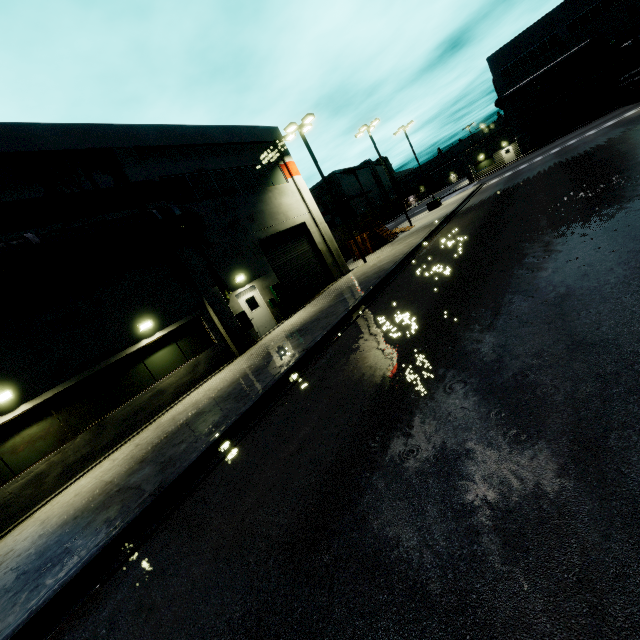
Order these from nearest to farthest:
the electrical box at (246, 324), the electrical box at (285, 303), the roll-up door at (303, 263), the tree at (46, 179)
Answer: the tree at (46, 179)
the electrical box at (246, 324)
the electrical box at (285, 303)
the roll-up door at (303, 263)

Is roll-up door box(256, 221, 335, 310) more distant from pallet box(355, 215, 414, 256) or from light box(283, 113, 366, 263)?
light box(283, 113, 366, 263)

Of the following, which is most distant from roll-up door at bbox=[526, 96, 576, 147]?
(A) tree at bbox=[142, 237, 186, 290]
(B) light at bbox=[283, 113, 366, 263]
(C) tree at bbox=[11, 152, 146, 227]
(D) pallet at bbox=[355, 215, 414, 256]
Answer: (C) tree at bbox=[11, 152, 146, 227]

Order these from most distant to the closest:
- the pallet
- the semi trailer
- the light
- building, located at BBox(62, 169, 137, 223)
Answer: the semi trailer, the pallet, the light, building, located at BBox(62, 169, 137, 223)

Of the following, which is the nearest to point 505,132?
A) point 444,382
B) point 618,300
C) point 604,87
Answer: point 604,87

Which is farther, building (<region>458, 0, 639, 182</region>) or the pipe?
building (<region>458, 0, 639, 182</region>)

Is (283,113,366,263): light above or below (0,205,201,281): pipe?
above

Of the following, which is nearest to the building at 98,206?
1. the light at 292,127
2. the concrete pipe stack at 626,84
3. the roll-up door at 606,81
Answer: the roll-up door at 606,81
